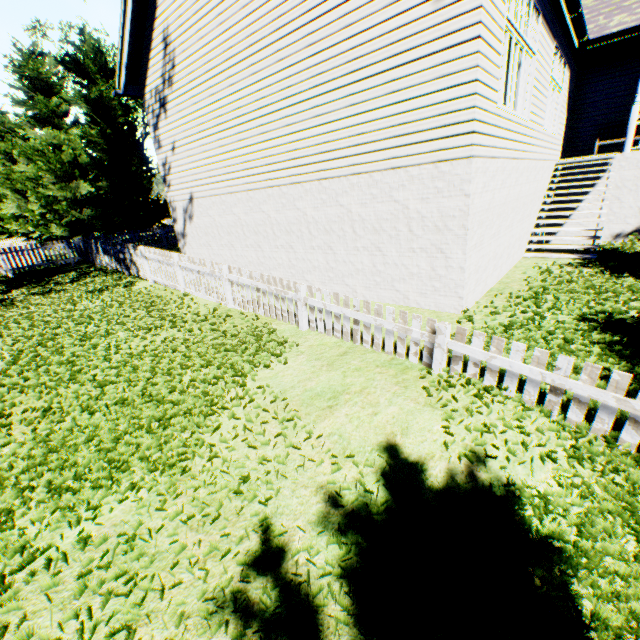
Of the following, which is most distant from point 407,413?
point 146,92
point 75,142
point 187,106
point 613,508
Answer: point 75,142
